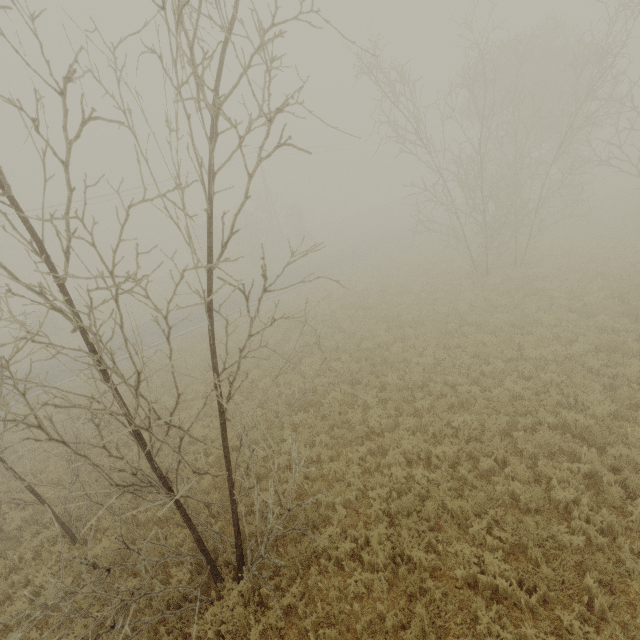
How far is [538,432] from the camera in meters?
7.4
